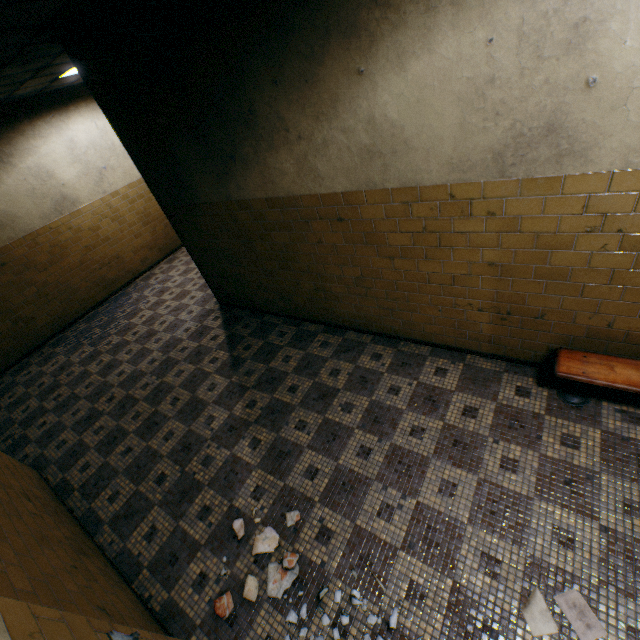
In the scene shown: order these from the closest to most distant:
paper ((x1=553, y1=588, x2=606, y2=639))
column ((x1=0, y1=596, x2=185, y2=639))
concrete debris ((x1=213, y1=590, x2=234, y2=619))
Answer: column ((x1=0, y1=596, x2=185, y2=639)), paper ((x1=553, y1=588, x2=606, y2=639)), concrete debris ((x1=213, y1=590, x2=234, y2=619))

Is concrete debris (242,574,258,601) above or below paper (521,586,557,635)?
above

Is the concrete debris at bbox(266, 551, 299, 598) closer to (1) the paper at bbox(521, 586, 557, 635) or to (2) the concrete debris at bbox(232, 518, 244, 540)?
(2) the concrete debris at bbox(232, 518, 244, 540)

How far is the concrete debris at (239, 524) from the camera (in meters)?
2.91

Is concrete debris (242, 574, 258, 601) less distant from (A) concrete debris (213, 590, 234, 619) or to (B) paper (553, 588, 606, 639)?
(A) concrete debris (213, 590, 234, 619)

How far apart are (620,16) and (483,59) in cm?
64

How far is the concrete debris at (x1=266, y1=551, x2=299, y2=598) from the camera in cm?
253

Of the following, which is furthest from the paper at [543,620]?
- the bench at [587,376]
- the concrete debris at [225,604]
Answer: the concrete debris at [225,604]
